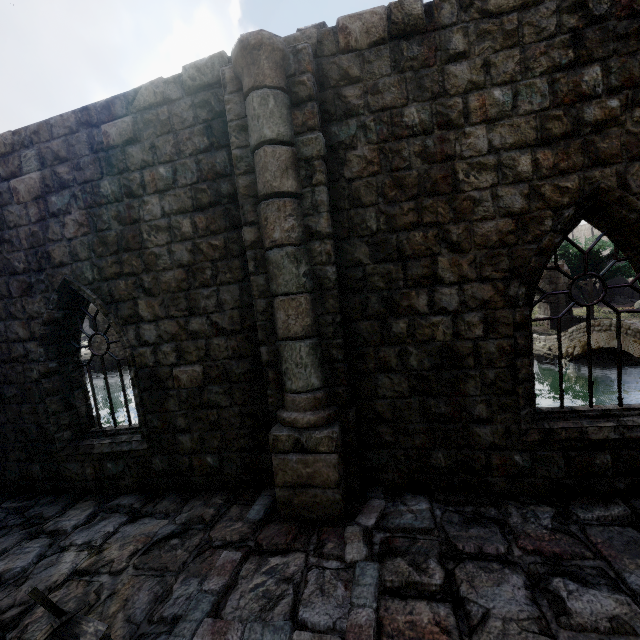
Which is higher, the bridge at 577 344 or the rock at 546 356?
the bridge at 577 344

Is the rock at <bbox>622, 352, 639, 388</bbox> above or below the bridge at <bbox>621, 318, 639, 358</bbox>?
below

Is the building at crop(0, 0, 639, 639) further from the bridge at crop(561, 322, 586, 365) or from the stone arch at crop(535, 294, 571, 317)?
the bridge at crop(561, 322, 586, 365)

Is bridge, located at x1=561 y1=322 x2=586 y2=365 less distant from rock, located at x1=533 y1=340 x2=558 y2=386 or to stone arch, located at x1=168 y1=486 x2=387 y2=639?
rock, located at x1=533 y1=340 x2=558 y2=386

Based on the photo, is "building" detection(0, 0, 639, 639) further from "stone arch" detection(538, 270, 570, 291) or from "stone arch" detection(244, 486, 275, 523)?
"stone arch" detection(538, 270, 570, 291)

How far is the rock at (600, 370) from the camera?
20.91m

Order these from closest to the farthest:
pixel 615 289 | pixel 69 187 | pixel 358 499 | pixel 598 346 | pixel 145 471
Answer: pixel 358 499 → pixel 69 187 → pixel 145 471 → pixel 598 346 → pixel 615 289

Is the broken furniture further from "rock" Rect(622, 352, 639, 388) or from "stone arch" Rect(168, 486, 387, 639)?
"rock" Rect(622, 352, 639, 388)
